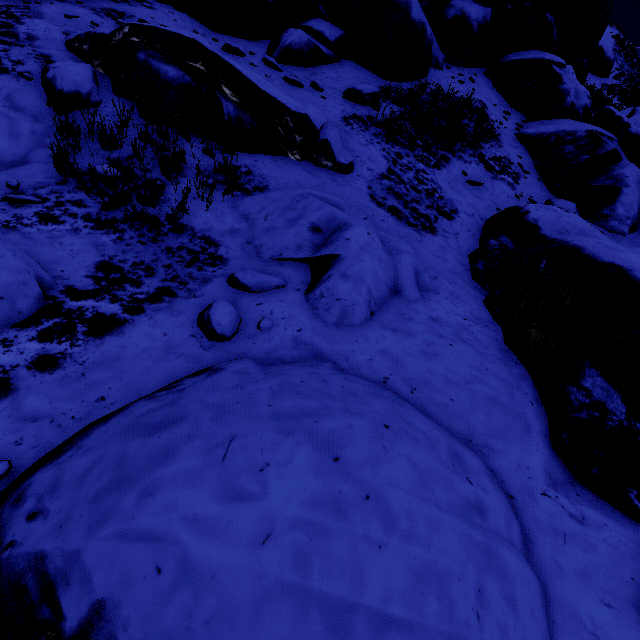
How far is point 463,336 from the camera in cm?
375

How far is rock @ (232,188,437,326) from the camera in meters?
3.7

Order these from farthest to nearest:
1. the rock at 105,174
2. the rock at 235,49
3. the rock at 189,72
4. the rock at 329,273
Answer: the rock at 235,49, the rock at 189,72, the rock at 105,174, the rock at 329,273

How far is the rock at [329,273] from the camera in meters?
3.7

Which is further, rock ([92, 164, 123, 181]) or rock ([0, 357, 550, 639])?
rock ([92, 164, 123, 181])

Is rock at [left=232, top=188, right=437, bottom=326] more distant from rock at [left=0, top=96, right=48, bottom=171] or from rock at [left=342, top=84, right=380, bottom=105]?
rock at [left=0, top=96, right=48, bottom=171]

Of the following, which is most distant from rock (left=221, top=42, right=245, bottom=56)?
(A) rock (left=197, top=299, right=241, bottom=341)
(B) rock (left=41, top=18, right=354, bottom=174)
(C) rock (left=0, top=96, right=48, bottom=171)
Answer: (C) rock (left=0, top=96, right=48, bottom=171)

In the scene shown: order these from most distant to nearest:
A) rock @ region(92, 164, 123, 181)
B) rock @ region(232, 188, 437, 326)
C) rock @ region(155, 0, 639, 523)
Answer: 1. rock @ region(92, 164, 123, 181)
2. rock @ region(232, 188, 437, 326)
3. rock @ region(155, 0, 639, 523)
